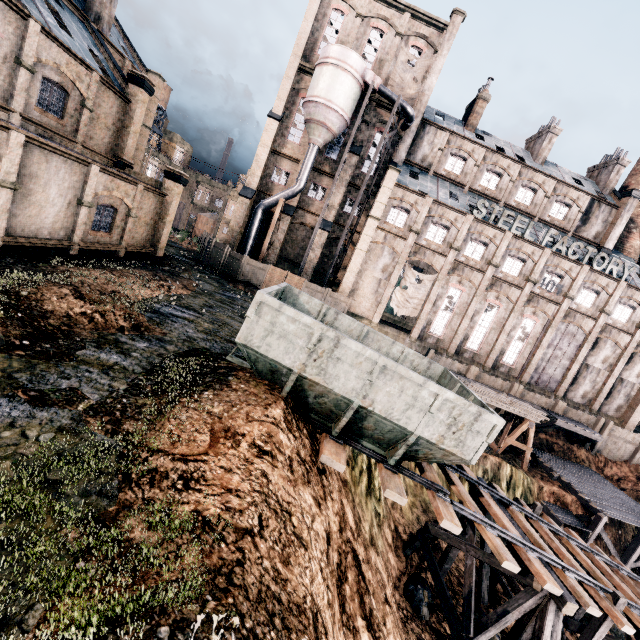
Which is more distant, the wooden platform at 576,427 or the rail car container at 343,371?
the wooden platform at 576,427

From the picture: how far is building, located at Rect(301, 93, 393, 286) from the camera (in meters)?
35.03

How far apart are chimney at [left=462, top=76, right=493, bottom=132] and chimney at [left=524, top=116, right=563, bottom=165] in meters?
7.5

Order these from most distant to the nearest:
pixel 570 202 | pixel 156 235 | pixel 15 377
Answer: pixel 570 202, pixel 156 235, pixel 15 377

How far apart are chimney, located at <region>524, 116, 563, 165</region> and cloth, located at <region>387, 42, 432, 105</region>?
16.1m

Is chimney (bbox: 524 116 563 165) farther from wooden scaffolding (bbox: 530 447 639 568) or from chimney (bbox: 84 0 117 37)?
chimney (bbox: 84 0 117 37)

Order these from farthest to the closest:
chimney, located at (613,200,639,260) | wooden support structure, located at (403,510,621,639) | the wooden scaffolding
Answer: chimney, located at (613,200,639,260), the wooden scaffolding, wooden support structure, located at (403,510,621,639)

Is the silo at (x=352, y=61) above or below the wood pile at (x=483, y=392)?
above
